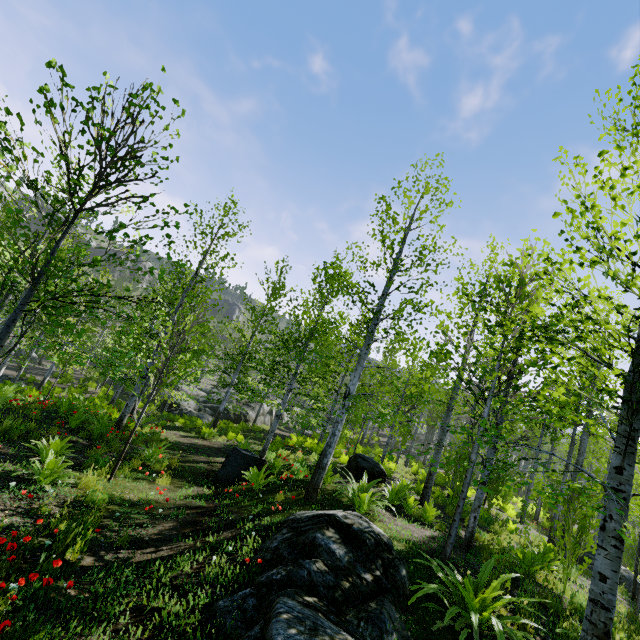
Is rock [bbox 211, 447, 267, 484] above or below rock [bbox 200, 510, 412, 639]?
below

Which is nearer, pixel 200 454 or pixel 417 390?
pixel 200 454

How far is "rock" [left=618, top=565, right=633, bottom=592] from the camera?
12.6 meters

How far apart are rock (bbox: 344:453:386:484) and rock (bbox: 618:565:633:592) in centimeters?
929cm

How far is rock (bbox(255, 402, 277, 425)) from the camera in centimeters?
3081cm

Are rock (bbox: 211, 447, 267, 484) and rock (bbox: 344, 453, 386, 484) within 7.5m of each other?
yes

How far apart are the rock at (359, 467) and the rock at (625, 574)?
9.3 meters

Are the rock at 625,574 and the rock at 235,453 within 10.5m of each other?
no
